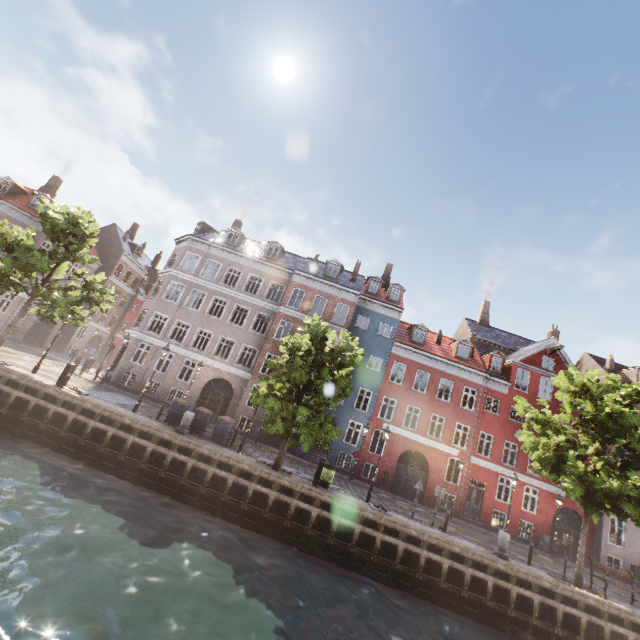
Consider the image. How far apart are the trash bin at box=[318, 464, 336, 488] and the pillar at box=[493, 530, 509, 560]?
8.2 meters

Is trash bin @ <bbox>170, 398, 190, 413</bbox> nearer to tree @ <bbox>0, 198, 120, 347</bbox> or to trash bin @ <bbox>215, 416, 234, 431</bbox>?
trash bin @ <bbox>215, 416, 234, 431</bbox>

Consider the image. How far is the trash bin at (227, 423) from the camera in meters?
17.5 m

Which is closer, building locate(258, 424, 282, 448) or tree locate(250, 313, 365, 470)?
tree locate(250, 313, 365, 470)

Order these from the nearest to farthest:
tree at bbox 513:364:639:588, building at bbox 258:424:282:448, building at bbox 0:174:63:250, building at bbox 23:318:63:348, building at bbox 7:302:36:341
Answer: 1. tree at bbox 513:364:639:588
2. building at bbox 258:424:282:448
3. building at bbox 0:174:63:250
4. building at bbox 7:302:36:341
5. building at bbox 23:318:63:348

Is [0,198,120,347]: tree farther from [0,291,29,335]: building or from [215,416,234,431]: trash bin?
[0,291,29,335]: building

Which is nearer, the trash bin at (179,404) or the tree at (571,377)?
the tree at (571,377)

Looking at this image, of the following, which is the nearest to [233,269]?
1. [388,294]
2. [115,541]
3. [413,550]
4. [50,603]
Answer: [388,294]
